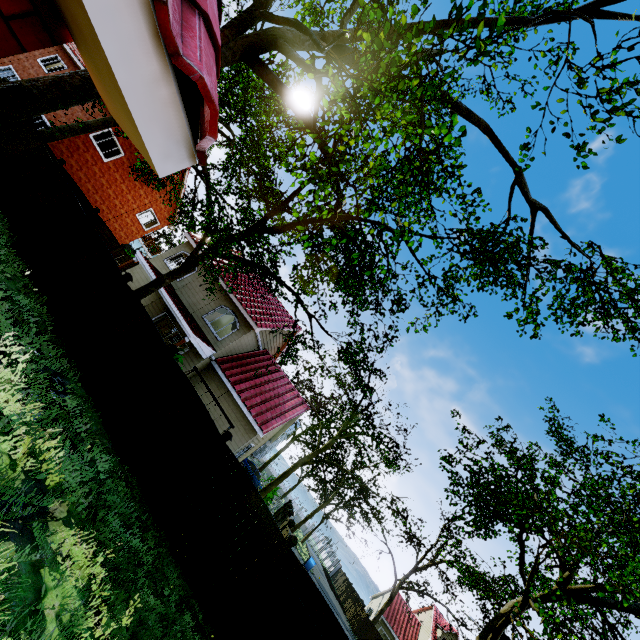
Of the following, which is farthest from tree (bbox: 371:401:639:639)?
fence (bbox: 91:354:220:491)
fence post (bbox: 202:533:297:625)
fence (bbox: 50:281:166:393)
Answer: fence post (bbox: 202:533:297:625)

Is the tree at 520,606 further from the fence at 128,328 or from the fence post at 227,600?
the fence post at 227,600

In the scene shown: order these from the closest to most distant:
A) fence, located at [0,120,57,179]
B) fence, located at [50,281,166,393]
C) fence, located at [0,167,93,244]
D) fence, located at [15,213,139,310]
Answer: fence, located at [50,281,166,393] < fence, located at [15,213,139,310] < fence, located at [0,167,93,244] < fence, located at [0,120,57,179]

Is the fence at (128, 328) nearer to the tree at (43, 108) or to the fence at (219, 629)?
the fence at (219, 629)

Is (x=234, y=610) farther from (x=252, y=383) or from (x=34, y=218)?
(x=34, y=218)

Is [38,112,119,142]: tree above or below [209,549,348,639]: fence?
above

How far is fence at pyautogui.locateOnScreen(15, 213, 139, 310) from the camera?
10.0 meters

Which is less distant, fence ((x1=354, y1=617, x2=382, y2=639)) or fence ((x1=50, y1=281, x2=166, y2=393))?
fence ((x1=50, y1=281, x2=166, y2=393))
